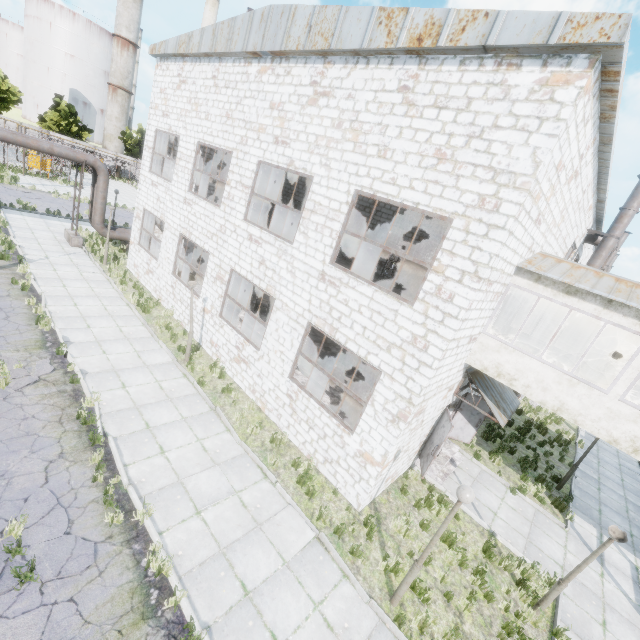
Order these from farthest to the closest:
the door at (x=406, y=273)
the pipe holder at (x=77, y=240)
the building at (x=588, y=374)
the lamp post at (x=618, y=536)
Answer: the pipe holder at (x=77, y=240) → the door at (x=406, y=273) → the building at (x=588, y=374) → the lamp post at (x=618, y=536)

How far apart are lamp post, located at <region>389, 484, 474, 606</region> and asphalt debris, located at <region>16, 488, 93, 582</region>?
6.0m

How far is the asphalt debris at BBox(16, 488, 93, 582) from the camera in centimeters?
559cm

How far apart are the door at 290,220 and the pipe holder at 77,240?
11.7m

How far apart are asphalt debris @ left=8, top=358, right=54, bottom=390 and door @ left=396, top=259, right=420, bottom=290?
15.1m

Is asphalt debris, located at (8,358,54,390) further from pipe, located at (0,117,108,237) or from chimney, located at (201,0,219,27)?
chimney, located at (201,0,219,27)

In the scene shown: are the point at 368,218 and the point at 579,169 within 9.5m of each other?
no

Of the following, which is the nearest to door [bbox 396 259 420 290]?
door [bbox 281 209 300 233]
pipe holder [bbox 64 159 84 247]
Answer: door [bbox 281 209 300 233]
